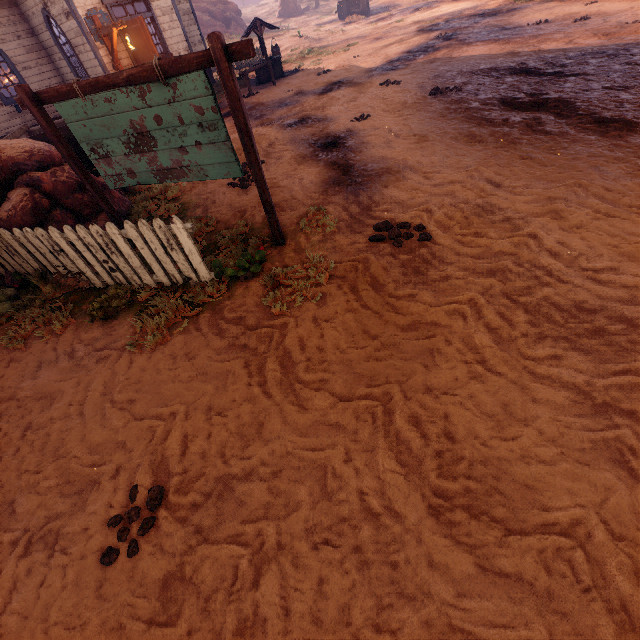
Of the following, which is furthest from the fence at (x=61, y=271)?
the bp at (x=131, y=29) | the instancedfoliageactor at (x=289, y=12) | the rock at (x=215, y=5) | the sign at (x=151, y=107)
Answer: the instancedfoliageactor at (x=289, y=12)

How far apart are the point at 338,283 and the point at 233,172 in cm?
203

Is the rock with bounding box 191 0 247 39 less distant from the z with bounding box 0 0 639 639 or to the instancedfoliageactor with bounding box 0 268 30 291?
the z with bounding box 0 0 639 639

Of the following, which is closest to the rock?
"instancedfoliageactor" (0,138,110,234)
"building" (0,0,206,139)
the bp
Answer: "building" (0,0,206,139)

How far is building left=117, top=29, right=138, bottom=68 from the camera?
11.8m

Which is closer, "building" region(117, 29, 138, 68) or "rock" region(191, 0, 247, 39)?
"building" region(117, 29, 138, 68)

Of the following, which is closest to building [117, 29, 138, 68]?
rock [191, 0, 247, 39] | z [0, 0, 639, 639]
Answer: z [0, 0, 639, 639]

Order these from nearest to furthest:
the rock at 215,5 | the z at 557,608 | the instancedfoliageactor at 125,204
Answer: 1. the z at 557,608
2. the instancedfoliageactor at 125,204
3. the rock at 215,5
